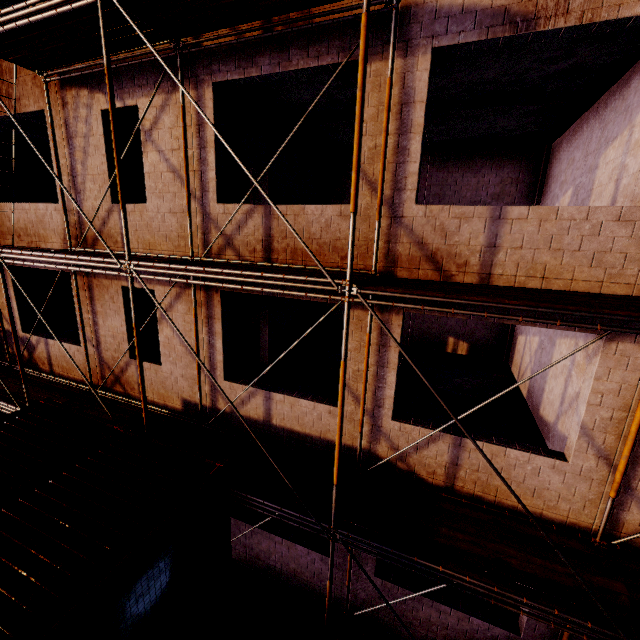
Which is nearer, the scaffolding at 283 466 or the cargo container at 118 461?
the cargo container at 118 461

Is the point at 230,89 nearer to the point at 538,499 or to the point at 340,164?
the point at 340,164

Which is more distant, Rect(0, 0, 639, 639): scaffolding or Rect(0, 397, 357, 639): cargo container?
Rect(0, 0, 639, 639): scaffolding
